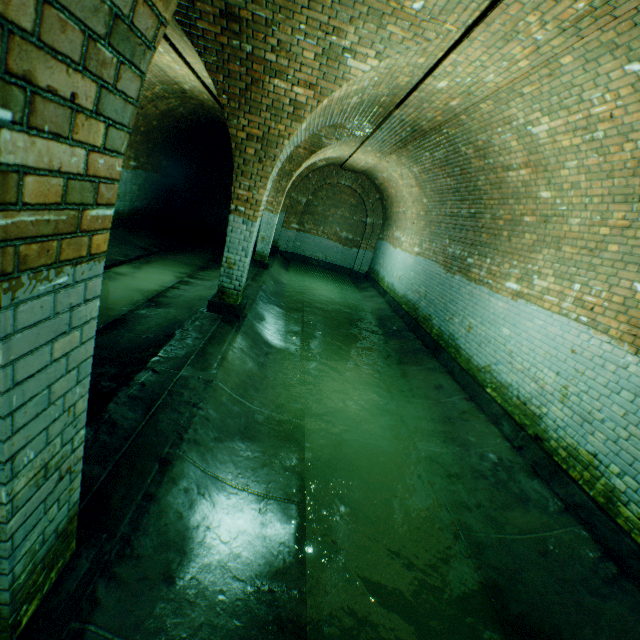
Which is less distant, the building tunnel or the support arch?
the support arch

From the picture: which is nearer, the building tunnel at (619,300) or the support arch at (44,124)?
the support arch at (44,124)

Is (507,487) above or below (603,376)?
below
